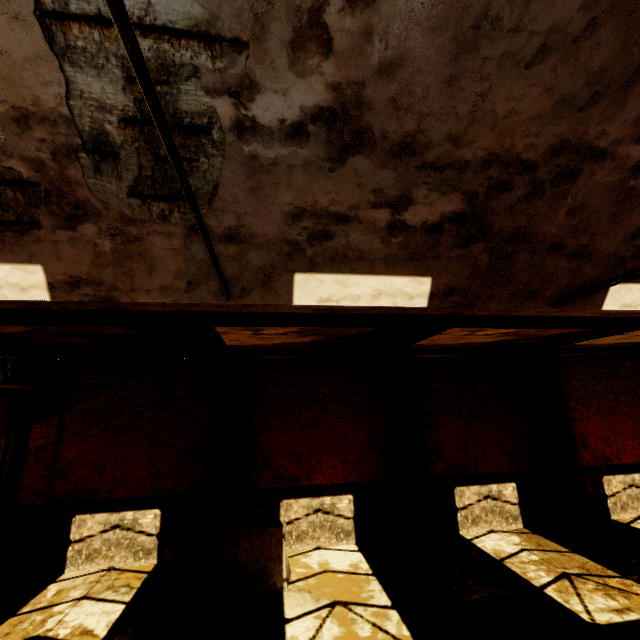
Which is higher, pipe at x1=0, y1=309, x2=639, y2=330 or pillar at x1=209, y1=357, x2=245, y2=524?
pipe at x1=0, y1=309, x2=639, y2=330

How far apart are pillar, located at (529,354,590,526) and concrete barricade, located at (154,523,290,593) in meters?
8.1 m

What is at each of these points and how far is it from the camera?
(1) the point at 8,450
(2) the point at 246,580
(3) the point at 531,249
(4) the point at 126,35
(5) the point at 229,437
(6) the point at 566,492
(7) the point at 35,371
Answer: (1) pillar, 7.7 meters
(2) concrete barricade, 6.6 meters
(3) building, 4.6 meters
(4) pipe, 1.2 meters
(5) pillar, 8.5 meters
(6) pillar, 9.5 meters
(7) beam, 7.8 meters

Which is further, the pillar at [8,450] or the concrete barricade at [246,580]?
the pillar at [8,450]

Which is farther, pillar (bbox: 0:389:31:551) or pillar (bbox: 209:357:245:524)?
pillar (bbox: 209:357:245:524)

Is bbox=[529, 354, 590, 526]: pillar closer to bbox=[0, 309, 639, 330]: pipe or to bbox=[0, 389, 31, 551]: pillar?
bbox=[0, 309, 639, 330]: pipe

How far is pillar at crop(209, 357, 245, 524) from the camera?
8.1 meters

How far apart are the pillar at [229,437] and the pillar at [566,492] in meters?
9.2
